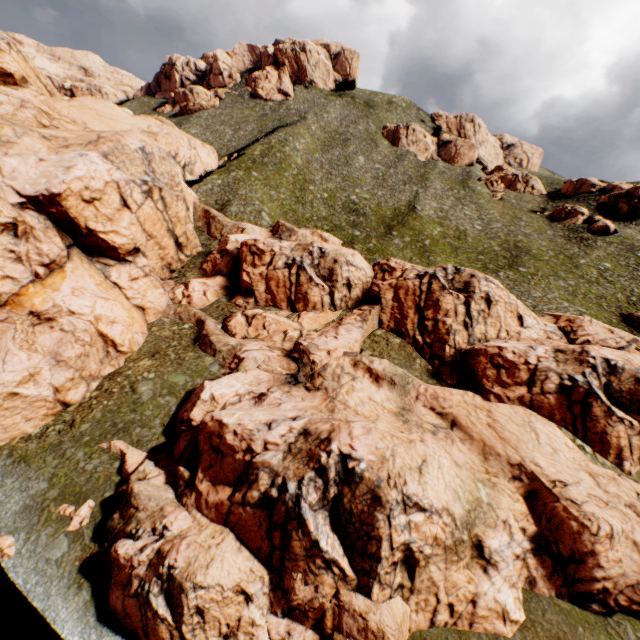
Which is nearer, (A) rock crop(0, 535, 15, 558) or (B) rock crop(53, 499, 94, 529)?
(A) rock crop(0, 535, 15, 558)

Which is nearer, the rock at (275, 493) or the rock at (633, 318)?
the rock at (275, 493)

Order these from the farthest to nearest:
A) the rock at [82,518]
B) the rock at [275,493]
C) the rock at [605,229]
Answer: the rock at [605,229]
the rock at [82,518]
the rock at [275,493]

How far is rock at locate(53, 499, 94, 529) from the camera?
20.19m

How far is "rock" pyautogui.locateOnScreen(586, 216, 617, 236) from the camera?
56.8m

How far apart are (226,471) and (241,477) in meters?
1.4

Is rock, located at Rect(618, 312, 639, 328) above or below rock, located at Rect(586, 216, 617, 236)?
below
